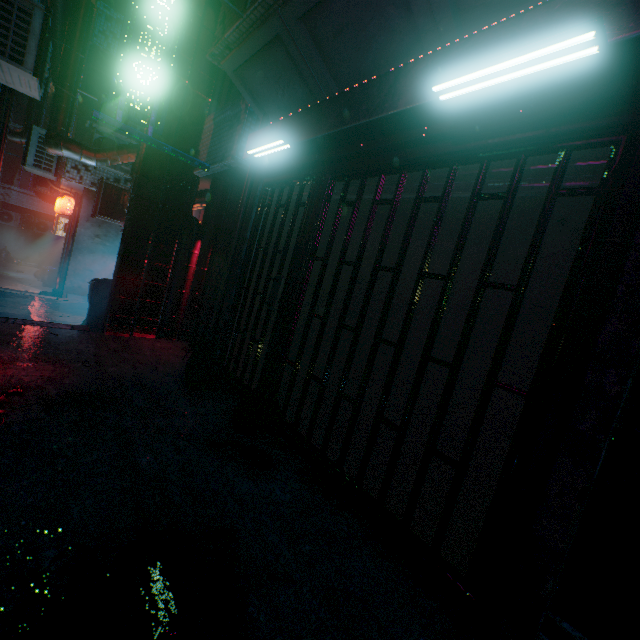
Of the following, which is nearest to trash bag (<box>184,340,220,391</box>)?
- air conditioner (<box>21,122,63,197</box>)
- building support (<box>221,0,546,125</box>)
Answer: building support (<box>221,0,546,125</box>)

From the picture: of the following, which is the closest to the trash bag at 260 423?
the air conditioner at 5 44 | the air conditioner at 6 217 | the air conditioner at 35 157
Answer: the air conditioner at 5 44

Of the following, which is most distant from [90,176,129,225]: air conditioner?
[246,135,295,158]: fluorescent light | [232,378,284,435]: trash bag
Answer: [232,378,284,435]: trash bag

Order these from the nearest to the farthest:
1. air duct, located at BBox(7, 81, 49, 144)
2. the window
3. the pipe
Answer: the window, the pipe, air duct, located at BBox(7, 81, 49, 144)

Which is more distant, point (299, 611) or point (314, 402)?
point (314, 402)

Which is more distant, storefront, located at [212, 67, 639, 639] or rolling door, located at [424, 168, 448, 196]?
rolling door, located at [424, 168, 448, 196]

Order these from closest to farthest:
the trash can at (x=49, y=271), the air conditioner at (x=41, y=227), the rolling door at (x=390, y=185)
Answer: the rolling door at (x=390, y=185), the trash can at (x=49, y=271), the air conditioner at (x=41, y=227)

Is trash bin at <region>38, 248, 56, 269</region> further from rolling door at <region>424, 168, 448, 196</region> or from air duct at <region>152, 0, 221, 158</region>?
rolling door at <region>424, 168, 448, 196</region>
